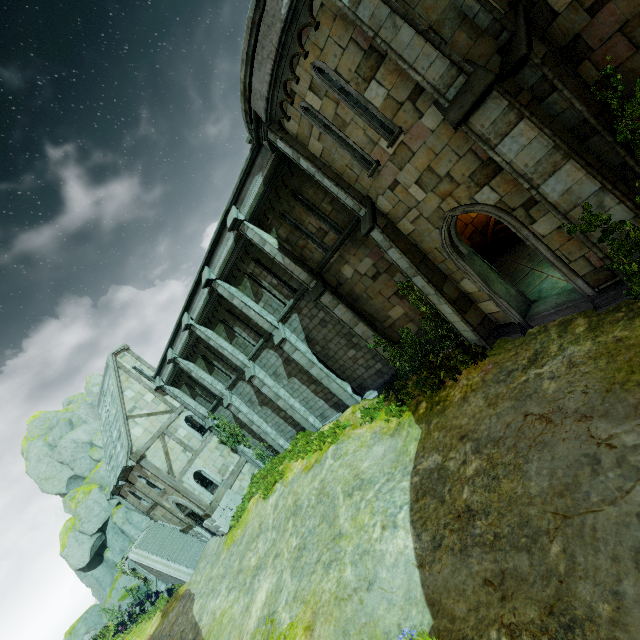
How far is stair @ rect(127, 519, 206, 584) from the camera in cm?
2112

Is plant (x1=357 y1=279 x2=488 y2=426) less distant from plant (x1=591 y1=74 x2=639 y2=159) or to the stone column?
plant (x1=591 y1=74 x2=639 y2=159)

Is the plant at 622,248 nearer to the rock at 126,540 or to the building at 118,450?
Answer: the building at 118,450

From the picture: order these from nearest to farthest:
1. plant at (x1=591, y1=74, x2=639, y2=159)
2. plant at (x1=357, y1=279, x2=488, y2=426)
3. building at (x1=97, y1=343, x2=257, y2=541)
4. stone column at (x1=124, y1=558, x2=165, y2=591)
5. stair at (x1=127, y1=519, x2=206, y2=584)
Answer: plant at (x1=591, y1=74, x2=639, y2=159) < plant at (x1=357, y1=279, x2=488, y2=426) < building at (x1=97, y1=343, x2=257, y2=541) < stair at (x1=127, y1=519, x2=206, y2=584) < stone column at (x1=124, y1=558, x2=165, y2=591)

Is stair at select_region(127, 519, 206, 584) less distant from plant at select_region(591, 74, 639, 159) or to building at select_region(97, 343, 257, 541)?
building at select_region(97, 343, 257, 541)

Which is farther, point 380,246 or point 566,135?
point 380,246

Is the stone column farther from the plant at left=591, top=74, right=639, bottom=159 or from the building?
the plant at left=591, top=74, right=639, bottom=159

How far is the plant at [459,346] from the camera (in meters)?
10.60
